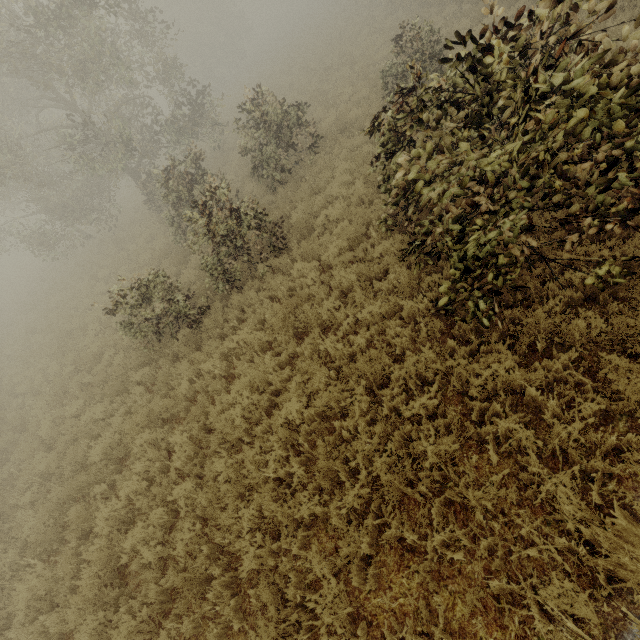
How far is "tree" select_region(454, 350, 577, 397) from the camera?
4.1 meters

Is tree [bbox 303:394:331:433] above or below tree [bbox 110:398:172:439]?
below

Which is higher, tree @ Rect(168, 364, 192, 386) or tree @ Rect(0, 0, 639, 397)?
tree @ Rect(0, 0, 639, 397)

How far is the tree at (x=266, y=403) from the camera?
5.6 meters

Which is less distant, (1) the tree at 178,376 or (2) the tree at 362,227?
(2) the tree at 362,227

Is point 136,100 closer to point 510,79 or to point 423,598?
point 510,79

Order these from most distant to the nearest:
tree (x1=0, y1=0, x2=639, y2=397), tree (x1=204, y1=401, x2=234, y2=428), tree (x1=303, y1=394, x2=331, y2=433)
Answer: tree (x1=204, y1=401, x2=234, y2=428), tree (x1=303, y1=394, x2=331, y2=433), tree (x1=0, y1=0, x2=639, y2=397)
